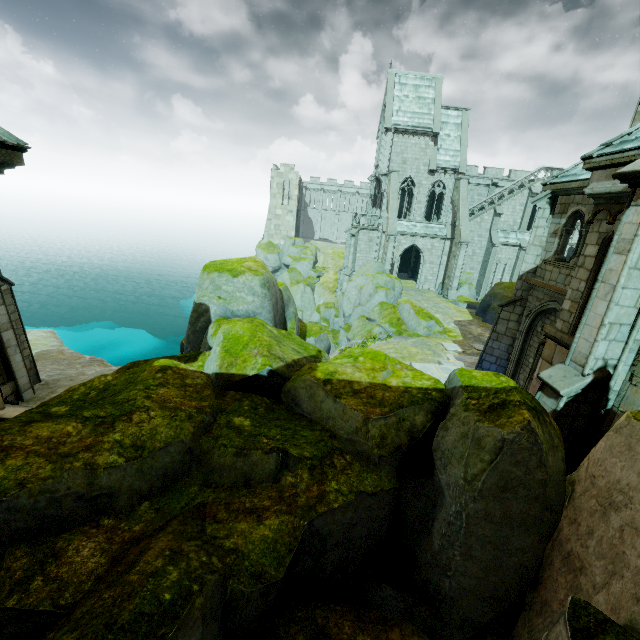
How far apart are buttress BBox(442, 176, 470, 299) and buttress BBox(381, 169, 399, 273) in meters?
5.9 m

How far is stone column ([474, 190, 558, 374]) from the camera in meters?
12.3

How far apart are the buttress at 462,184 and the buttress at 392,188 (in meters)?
5.88

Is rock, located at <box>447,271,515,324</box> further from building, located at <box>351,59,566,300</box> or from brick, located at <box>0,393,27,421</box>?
brick, located at <box>0,393,27,421</box>

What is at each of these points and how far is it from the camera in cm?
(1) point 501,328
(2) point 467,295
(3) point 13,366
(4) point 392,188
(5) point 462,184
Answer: (1) stone column, 1395
(2) rock, 3238
(3) stone column, 1534
(4) buttress, 3144
(5) buttress, 3188

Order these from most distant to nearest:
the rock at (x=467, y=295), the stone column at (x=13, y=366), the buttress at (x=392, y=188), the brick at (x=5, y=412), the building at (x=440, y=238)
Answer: the building at (x=440, y=238) < the buttress at (x=392, y=188) < the rock at (x=467, y=295) < the stone column at (x=13, y=366) < the brick at (x=5, y=412)

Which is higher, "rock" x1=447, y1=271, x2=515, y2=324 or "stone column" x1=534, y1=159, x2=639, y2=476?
"stone column" x1=534, y1=159, x2=639, y2=476

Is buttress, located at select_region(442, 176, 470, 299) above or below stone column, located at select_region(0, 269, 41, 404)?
above
